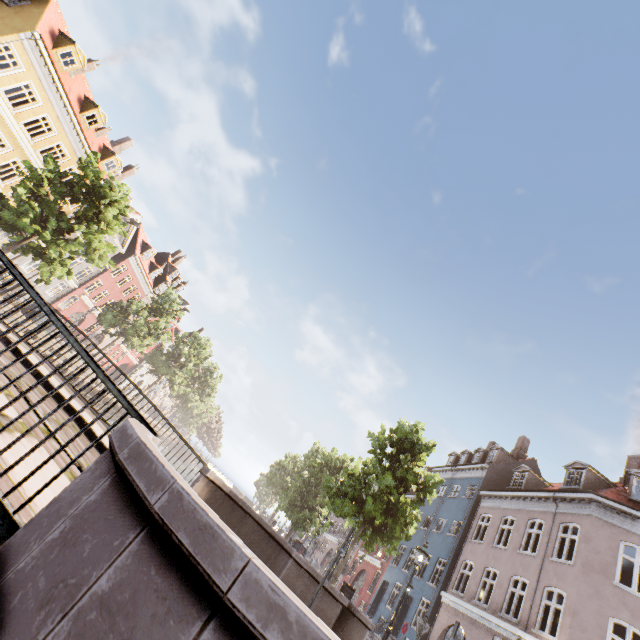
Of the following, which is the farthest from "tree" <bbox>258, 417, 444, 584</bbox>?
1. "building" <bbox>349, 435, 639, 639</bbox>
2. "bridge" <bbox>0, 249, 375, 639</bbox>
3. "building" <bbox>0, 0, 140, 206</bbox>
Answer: "building" <bbox>0, 0, 140, 206</bbox>

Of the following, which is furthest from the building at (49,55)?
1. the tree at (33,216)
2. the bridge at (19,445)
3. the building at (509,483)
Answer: the building at (509,483)

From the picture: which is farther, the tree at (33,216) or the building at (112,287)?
the building at (112,287)

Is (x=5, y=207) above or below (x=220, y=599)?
above

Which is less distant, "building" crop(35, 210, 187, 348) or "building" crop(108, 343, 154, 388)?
"building" crop(35, 210, 187, 348)

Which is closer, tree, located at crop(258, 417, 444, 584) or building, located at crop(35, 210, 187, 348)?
tree, located at crop(258, 417, 444, 584)

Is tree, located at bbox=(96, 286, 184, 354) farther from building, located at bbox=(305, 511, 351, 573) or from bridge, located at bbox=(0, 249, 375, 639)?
building, located at bbox=(305, 511, 351, 573)
